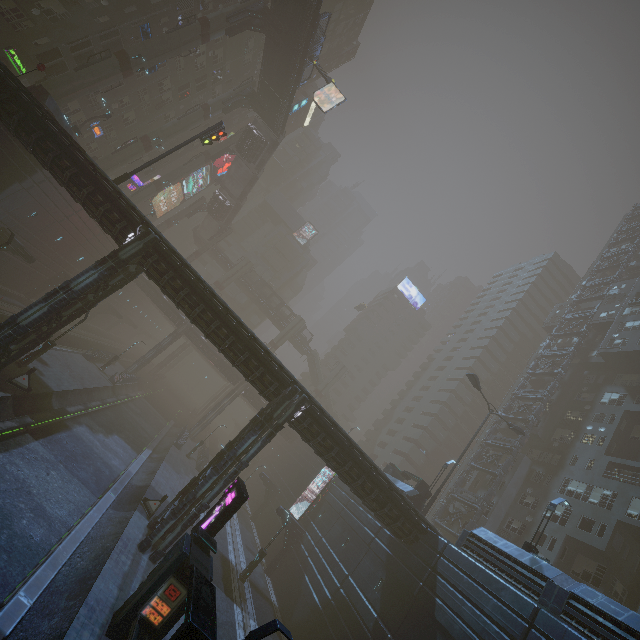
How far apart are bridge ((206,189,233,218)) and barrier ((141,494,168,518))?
48.79m

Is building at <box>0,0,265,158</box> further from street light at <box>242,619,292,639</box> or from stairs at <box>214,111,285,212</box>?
stairs at <box>214,111,285,212</box>

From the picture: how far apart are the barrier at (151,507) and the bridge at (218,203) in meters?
48.8

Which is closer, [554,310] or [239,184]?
[554,310]

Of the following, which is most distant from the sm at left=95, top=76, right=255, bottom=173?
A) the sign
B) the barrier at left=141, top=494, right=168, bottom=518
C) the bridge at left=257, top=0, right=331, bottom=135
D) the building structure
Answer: the building structure

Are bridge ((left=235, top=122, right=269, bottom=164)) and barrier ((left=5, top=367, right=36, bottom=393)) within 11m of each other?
no

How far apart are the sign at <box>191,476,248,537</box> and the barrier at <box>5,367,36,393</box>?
13.77m

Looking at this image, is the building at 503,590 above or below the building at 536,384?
below
